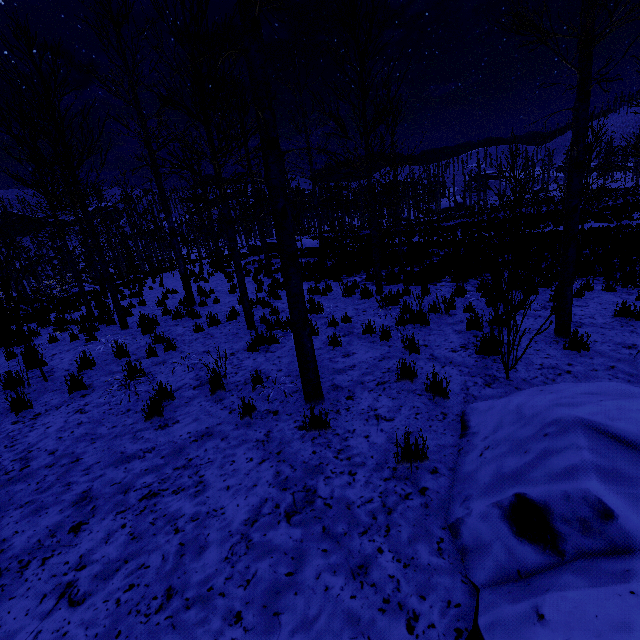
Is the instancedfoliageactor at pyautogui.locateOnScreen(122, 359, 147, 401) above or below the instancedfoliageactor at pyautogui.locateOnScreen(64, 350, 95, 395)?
below

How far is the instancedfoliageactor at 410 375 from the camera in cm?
443

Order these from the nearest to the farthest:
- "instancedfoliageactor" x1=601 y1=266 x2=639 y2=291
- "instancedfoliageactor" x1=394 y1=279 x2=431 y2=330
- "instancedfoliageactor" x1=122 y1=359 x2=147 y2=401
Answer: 1. "instancedfoliageactor" x1=122 y1=359 x2=147 y2=401
2. "instancedfoliageactor" x1=394 y1=279 x2=431 y2=330
3. "instancedfoliageactor" x1=601 y1=266 x2=639 y2=291

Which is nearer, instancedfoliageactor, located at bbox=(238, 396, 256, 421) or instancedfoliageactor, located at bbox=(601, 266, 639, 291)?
instancedfoliageactor, located at bbox=(238, 396, 256, 421)

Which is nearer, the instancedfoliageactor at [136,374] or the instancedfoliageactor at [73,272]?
the instancedfoliageactor at [73,272]

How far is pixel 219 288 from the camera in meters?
14.8 m

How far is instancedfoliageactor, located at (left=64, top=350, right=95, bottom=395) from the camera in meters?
5.2
